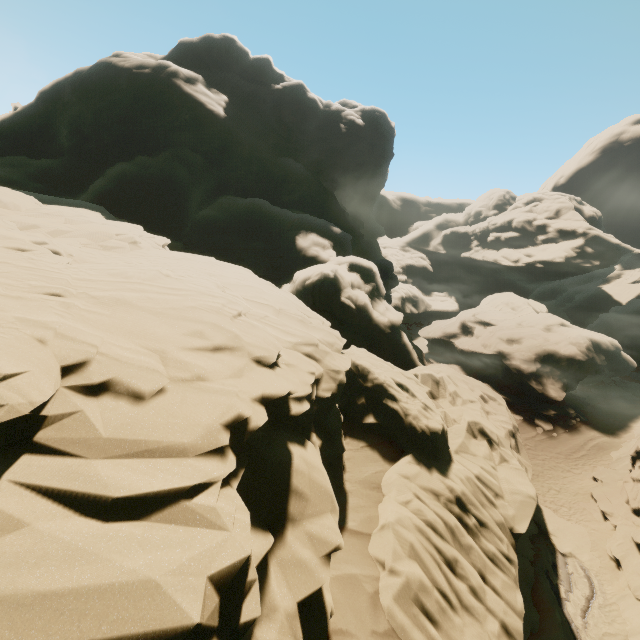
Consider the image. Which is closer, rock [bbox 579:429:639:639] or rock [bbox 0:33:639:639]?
rock [bbox 0:33:639:639]

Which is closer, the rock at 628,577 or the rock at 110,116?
the rock at 110,116

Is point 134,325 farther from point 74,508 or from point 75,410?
point 74,508
